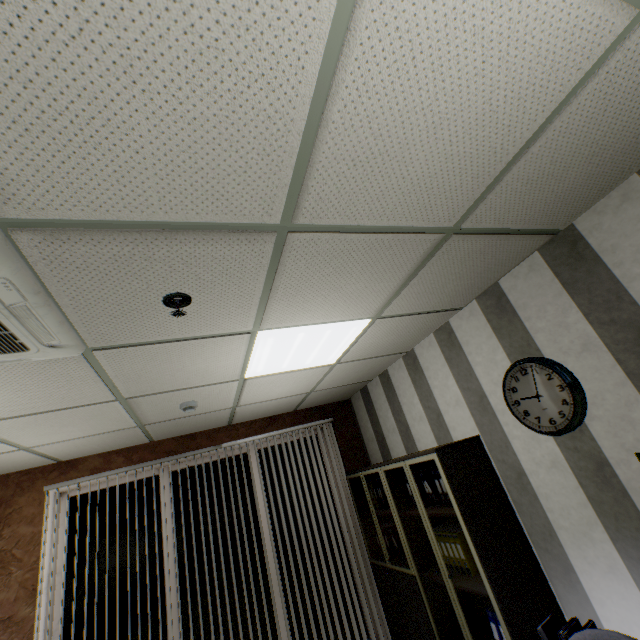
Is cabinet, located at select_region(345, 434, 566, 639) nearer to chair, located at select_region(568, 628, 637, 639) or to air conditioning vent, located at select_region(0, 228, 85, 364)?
chair, located at select_region(568, 628, 637, 639)

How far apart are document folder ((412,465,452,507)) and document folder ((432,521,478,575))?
0.25m

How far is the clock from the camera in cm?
219

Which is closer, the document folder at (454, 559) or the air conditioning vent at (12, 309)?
the air conditioning vent at (12, 309)

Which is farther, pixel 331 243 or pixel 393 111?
pixel 331 243

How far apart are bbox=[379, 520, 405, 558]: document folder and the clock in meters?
2.3

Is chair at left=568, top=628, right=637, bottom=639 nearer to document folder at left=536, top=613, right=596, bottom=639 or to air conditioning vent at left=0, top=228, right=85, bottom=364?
document folder at left=536, top=613, right=596, bottom=639

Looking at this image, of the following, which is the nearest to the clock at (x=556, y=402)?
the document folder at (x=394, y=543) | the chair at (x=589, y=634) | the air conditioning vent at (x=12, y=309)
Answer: the chair at (x=589, y=634)
